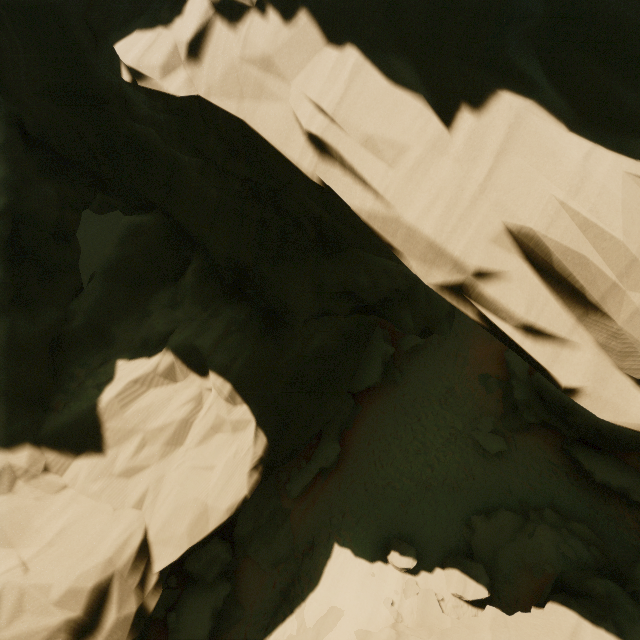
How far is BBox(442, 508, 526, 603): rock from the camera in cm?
1279

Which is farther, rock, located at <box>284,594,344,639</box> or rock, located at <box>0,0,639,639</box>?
rock, located at <box>284,594,344,639</box>

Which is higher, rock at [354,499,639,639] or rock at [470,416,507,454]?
rock at [354,499,639,639]

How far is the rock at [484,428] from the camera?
17.89m

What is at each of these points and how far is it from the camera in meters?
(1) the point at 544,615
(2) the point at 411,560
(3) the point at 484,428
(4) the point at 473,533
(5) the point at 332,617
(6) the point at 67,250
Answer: (1) rock, 9.5 m
(2) rock, 13.3 m
(3) rock, 18.7 m
(4) rock, 14.9 m
(5) rock, 12.3 m
(6) rock, 11.7 m
